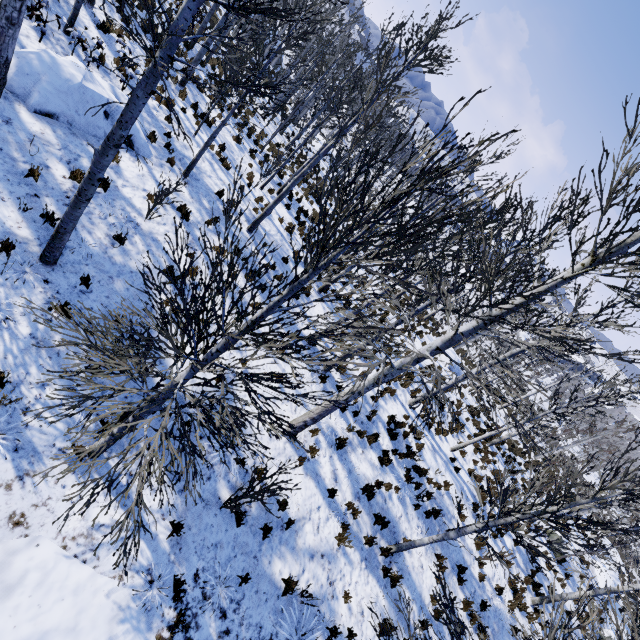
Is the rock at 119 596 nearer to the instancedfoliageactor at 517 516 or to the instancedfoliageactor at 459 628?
the instancedfoliageactor at 459 628

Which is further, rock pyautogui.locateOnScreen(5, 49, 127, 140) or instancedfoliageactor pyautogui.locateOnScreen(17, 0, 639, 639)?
rock pyautogui.locateOnScreen(5, 49, 127, 140)

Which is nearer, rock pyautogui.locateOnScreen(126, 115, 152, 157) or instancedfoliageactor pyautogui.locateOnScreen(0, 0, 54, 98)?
instancedfoliageactor pyautogui.locateOnScreen(0, 0, 54, 98)

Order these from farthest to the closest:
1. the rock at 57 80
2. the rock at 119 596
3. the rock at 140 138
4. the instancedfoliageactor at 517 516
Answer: the rock at 140 138 < the rock at 57 80 < the rock at 119 596 < the instancedfoliageactor at 517 516

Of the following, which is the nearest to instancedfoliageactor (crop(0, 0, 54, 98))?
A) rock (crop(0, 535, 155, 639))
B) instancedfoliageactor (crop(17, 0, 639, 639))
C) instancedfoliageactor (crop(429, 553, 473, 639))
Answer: rock (crop(0, 535, 155, 639))

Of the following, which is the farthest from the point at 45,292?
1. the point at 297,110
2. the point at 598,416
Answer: the point at 598,416

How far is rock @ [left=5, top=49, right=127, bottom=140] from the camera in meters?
7.5
